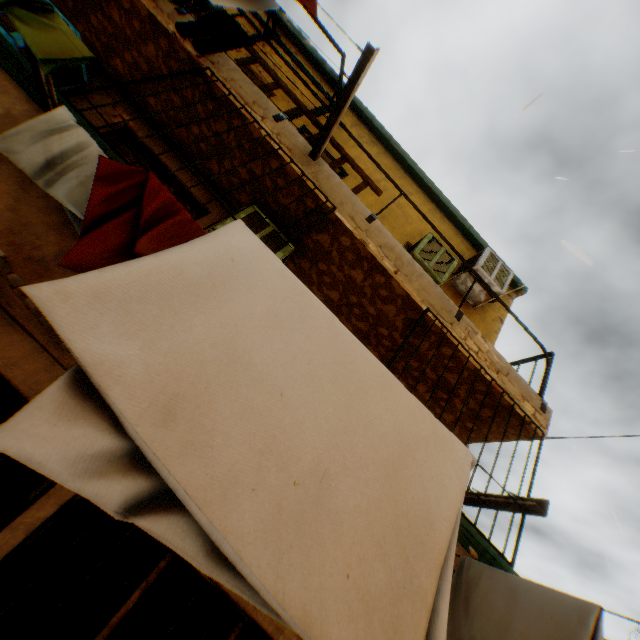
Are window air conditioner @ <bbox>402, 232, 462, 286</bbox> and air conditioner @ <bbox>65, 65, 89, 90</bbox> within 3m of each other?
no

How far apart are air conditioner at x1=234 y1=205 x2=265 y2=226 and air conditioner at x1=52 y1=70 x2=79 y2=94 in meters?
2.8

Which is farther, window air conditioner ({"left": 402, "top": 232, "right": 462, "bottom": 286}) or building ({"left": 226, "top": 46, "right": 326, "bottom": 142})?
window air conditioner ({"left": 402, "top": 232, "right": 462, "bottom": 286})

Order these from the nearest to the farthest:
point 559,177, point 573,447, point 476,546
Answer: point 476,546 < point 559,177 < point 573,447

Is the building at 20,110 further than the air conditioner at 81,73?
No

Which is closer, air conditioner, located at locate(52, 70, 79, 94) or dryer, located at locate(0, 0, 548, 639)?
dryer, located at locate(0, 0, 548, 639)

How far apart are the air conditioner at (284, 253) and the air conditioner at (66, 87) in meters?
2.8 m

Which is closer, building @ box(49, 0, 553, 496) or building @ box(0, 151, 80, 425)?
building @ box(0, 151, 80, 425)
